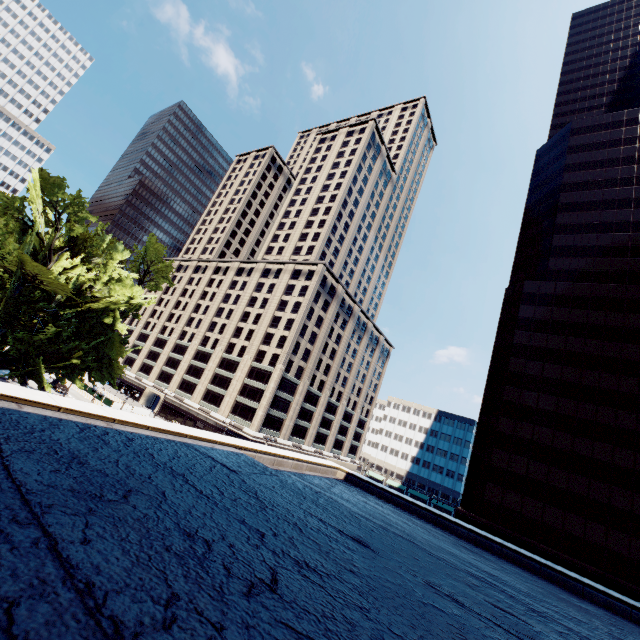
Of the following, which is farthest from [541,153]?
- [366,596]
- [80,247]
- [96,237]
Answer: [366,596]
